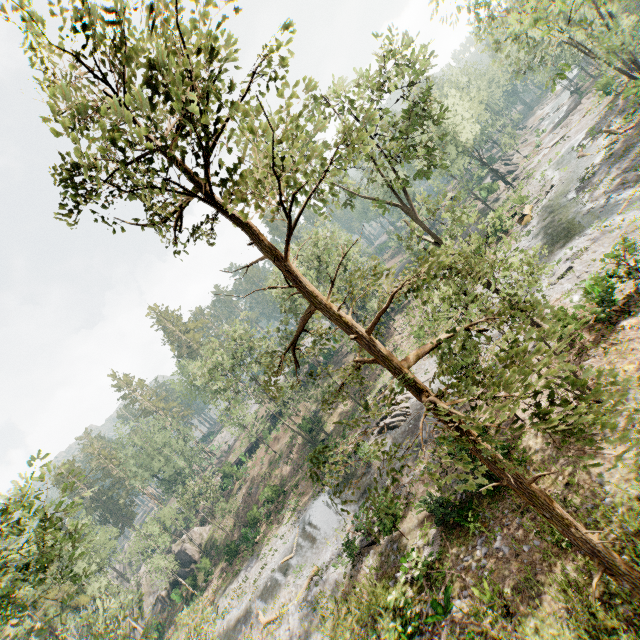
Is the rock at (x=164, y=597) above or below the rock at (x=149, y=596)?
below

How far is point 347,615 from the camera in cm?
1642

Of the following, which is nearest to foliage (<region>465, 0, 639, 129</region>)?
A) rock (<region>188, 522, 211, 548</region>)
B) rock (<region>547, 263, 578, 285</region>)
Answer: rock (<region>188, 522, 211, 548</region>)

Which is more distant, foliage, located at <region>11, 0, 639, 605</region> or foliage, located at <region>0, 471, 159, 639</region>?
foliage, located at <region>0, 471, 159, 639</region>

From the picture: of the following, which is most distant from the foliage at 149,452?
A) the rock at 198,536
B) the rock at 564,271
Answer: the rock at 564,271

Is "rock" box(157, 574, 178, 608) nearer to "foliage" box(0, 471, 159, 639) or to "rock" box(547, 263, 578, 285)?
"foliage" box(0, 471, 159, 639)

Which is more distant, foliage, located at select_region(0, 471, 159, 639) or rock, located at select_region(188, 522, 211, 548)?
rock, located at select_region(188, 522, 211, 548)
